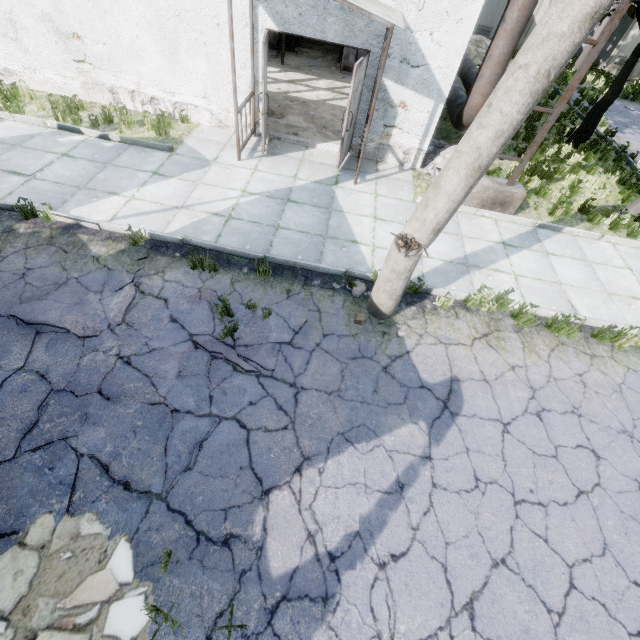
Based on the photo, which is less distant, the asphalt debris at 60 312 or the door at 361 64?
the asphalt debris at 60 312

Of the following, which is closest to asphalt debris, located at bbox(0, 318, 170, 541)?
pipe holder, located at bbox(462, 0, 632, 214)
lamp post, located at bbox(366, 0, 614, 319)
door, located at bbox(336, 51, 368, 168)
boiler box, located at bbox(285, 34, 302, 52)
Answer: lamp post, located at bbox(366, 0, 614, 319)

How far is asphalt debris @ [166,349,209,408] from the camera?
4.10m

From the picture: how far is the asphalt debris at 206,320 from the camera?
4.6m

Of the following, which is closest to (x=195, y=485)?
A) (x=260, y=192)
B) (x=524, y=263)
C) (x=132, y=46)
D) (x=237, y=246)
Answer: (x=237, y=246)

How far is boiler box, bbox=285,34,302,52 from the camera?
13.5m

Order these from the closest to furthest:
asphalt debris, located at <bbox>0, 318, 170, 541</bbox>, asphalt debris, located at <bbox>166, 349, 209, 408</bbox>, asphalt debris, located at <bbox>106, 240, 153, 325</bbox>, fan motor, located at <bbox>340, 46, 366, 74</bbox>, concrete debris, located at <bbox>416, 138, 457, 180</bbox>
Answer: asphalt debris, located at <bbox>0, 318, 170, 541</bbox>, asphalt debris, located at <bbox>166, 349, 209, 408</bbox>, asphalt debris, located at <bbox>106, 240, 153, 325</bbox>, concrete debris, located at <bbox>416, 138, 457, 180</bbox>, fan motor, located at <bbox>340, 46, 366, 74</bbox>

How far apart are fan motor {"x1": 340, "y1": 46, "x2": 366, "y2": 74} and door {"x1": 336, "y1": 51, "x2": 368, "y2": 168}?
6.6m
